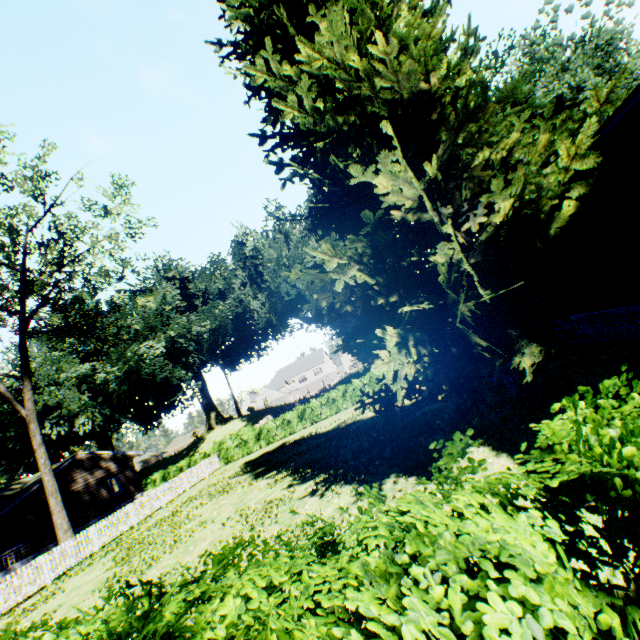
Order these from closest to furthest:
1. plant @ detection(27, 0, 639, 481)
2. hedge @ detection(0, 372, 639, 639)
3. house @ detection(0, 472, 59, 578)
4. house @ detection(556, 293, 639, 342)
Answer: hedge @ detection(0, 372, 639, 639) < plant @ detection(27, 0, 639, 481) < house @ detection(556, 293, 639, 342) < house @ detection(0, 472, 59, 578)

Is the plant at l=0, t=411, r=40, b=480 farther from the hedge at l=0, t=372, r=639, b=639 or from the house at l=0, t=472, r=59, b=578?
the hedge at l=0, t=372, r=639, b=639

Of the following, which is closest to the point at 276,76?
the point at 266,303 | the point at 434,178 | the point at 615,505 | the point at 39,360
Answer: the point at 434,178

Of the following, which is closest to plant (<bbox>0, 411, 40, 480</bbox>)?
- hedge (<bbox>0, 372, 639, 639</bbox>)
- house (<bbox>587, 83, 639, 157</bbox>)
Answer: house (<bbox>587, 83, 639, 157</bbox>)

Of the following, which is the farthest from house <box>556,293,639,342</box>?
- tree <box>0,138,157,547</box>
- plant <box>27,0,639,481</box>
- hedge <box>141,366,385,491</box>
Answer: tree <box>0,138,157,547</box>

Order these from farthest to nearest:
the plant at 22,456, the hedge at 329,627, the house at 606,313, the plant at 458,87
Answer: → the plant at 22,456, the house at 606,313, the plant at 458,87, the hedge at 329,627

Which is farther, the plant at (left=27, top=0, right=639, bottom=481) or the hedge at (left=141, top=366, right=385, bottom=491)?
the hedge at (left=141, top=366, right=385, bottom=491)

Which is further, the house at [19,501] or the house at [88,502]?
the house at [88,502]
